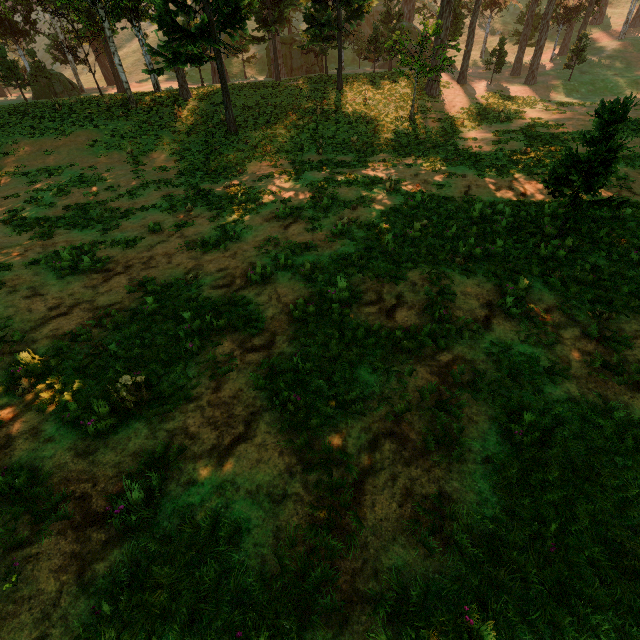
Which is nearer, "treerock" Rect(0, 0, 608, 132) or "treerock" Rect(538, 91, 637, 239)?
"treerock" Rect(538, 91, 637, 239)

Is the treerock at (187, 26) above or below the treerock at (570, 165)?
above

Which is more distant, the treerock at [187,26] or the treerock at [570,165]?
the treerock at [187,26]

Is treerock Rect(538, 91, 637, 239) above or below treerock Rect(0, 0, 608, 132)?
below

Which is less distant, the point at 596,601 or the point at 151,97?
the point at 596,601
